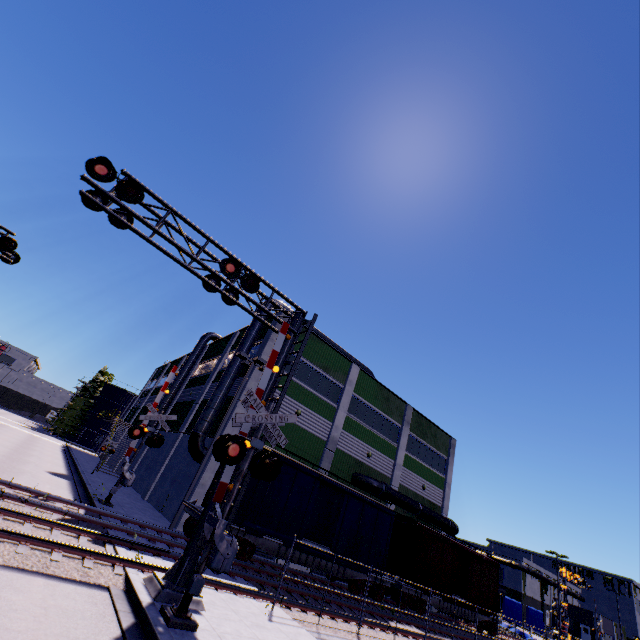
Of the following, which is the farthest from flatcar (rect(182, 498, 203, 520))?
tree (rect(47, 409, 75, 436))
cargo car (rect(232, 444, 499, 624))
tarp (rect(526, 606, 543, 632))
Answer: tarp (rect(526, 606, 543, 632))

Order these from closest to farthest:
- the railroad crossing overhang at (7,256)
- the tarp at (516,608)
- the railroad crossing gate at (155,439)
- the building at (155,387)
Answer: the railroad crossing overhang at (7,256) < the railroad crossing gate at (155,439) < the tarp at (516,608) < the building at (155,387)

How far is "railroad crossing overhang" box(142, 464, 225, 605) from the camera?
7.56m

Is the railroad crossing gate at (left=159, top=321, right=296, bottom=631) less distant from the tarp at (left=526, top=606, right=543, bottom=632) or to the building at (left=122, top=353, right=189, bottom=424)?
the building at (left=122, top=353, right=189, bottom=424)

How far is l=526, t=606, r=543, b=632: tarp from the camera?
36.0m

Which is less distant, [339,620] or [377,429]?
[339,620]

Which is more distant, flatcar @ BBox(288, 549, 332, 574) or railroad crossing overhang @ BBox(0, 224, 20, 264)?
flatcar @ BBox(288, 549, 332, 574)

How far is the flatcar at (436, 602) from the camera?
20.99m
